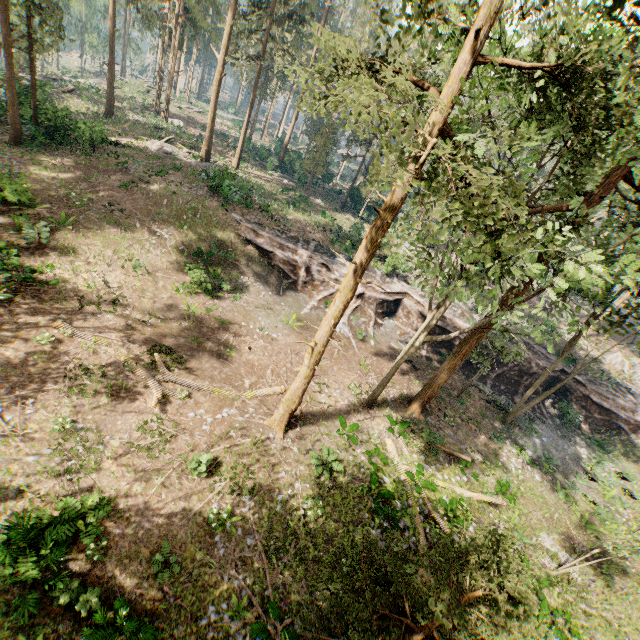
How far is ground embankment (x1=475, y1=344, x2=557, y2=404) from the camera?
27.62m

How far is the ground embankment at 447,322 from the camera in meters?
27.7 m

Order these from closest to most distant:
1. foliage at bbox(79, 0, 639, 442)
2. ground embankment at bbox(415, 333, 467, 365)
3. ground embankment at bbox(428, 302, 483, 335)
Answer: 1. foliage at bbox(79, 0, 639, 442)
2. ground embankment at bbox(415, 333, 467, 365)
3. ground embankment at bbox(428, 302, 483, 335)

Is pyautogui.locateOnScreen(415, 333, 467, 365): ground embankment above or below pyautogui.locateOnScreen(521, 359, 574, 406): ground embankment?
below

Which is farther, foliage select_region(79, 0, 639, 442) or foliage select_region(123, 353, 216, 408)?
foliage select_region(123, 353, 216, 408)

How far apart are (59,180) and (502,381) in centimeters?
3761cm
